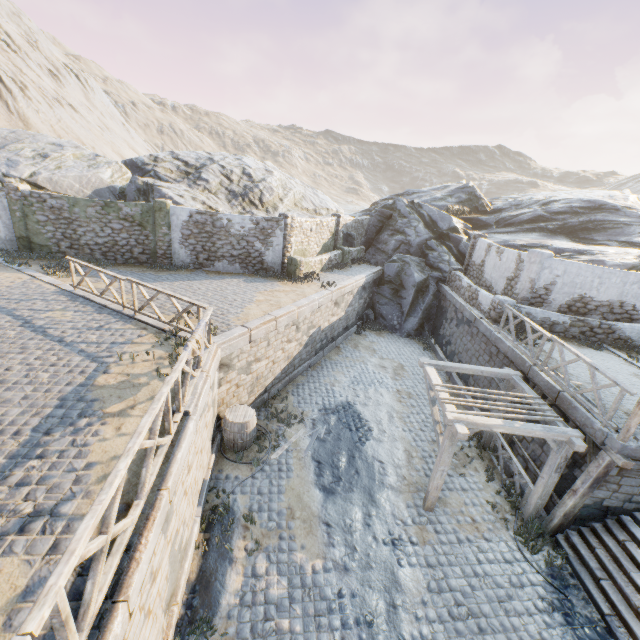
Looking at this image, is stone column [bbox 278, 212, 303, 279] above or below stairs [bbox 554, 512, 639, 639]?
above

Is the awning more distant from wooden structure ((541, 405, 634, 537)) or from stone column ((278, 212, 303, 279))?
stone column ((278, 212, 303, 279))

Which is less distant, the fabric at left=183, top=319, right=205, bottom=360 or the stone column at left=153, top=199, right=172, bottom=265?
the fabric at left=183, top=319, right=205, bottom=360

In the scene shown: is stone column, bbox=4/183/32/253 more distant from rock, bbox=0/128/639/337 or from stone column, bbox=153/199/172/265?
stone column, bbox=153/199/172/265

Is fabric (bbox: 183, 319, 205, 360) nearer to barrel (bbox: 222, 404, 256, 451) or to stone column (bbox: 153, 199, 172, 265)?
barrel (bbox: 222, 404, 256, 451)

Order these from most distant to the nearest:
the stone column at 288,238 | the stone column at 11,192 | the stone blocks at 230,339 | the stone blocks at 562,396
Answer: the stone column at 288,238 → the stone column at 11,192 → the stone blocks at 562,396 → the stone blocks at 230,339

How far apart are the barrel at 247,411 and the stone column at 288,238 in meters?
8.0

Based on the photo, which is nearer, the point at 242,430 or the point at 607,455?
the point at 607,455
